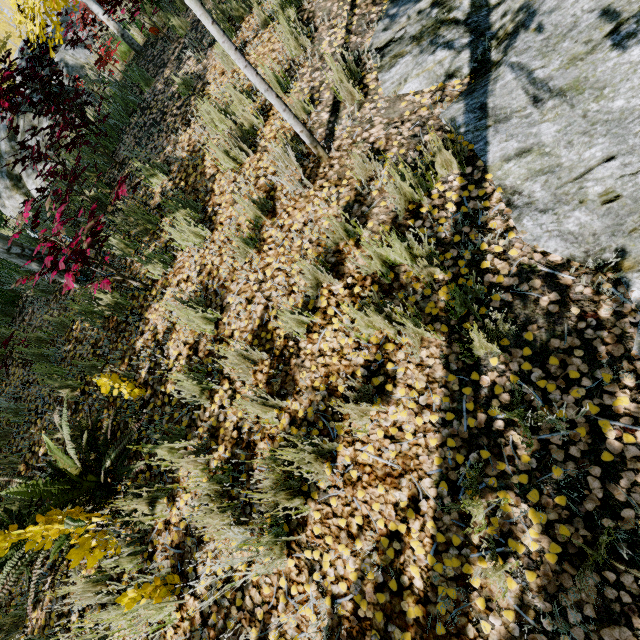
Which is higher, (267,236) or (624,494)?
(267,236)

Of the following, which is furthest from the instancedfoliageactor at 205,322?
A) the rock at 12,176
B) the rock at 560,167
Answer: the rock at 12,176

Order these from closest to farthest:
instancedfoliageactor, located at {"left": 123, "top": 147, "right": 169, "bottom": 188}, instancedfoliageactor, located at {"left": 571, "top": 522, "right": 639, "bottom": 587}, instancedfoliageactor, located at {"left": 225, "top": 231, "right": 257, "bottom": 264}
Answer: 1. instancedfoliageactor, located at {"left": 571, "top": 522, "right": 639, "bottom": 587}
2. instancedfoliageactor, located at {"left": 225, "top": 231, "right": 257, "bottom": 264}
3. instancedfoliageactor, located at {"left": 123, "top": 147, "right": 169, "bottom": 188}

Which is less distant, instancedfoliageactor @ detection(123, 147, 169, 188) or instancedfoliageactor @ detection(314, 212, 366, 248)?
instancedfoliageactor @ detection(314, 212, 366, 248)

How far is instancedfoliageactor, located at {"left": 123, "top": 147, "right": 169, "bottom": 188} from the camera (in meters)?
4.28

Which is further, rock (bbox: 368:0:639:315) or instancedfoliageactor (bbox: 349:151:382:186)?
instancedfoliageactor (bbox: 349:151:382:186)
